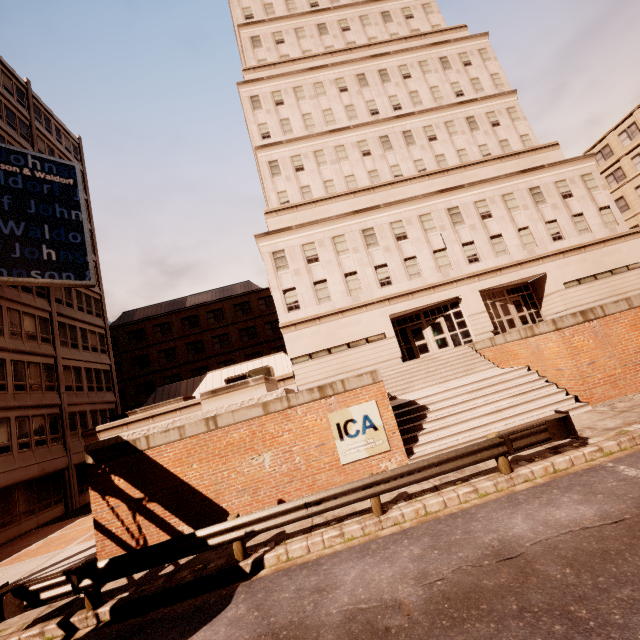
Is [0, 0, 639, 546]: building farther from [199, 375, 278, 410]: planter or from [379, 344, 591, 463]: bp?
[379, 344, 591, 463]: bp

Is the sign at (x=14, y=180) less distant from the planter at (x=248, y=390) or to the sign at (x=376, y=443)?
the planter at (x=248, y=390)

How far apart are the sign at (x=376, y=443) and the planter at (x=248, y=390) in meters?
2.6 m

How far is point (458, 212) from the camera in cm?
2494

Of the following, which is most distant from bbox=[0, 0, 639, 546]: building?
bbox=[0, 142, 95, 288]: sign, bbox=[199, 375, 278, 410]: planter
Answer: bbox=[0, 142, 95, 288]: sign

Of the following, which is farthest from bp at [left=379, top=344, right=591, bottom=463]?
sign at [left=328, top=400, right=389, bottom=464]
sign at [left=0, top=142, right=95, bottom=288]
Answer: sign at [left=0, top=142, right=95, bottom=288]

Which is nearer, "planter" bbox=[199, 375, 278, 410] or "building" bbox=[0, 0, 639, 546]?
"planter" bbox=[199, 375, 278, 410]

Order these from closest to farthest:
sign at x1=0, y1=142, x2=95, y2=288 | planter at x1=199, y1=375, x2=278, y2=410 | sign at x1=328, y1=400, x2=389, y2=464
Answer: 1. sign at x1=328, y1=400, x2=389, y2=464
2. planter at x1=199, y1=375, x2=278, y2=410
3. sign at x1=0, y1=142, x2=95, y2=288
